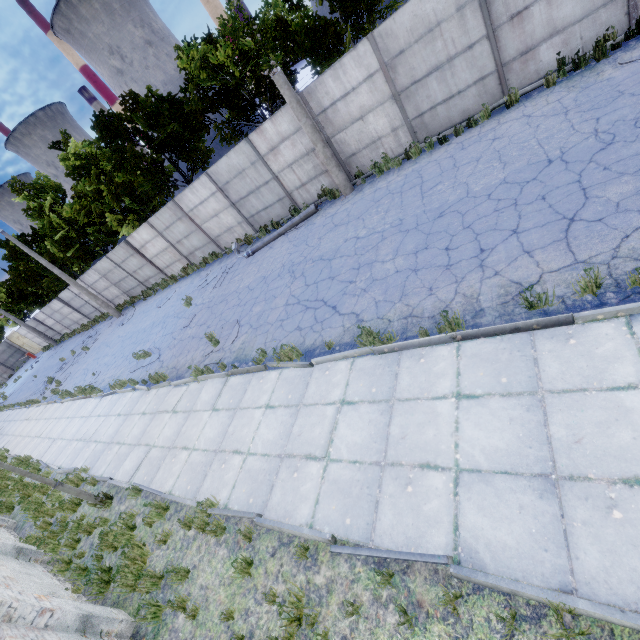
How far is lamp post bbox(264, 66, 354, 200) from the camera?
10.48m

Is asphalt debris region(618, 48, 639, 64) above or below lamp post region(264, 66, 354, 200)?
below

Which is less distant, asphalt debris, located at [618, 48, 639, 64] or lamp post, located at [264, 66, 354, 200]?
asphalt debris, located at [618, 48, 639, 64]

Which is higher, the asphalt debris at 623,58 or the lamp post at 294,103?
the lamp post at 294,103

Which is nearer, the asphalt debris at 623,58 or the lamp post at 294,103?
the asphalt debris at 623,58

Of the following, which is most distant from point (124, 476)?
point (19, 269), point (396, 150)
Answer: point (19, 269)
